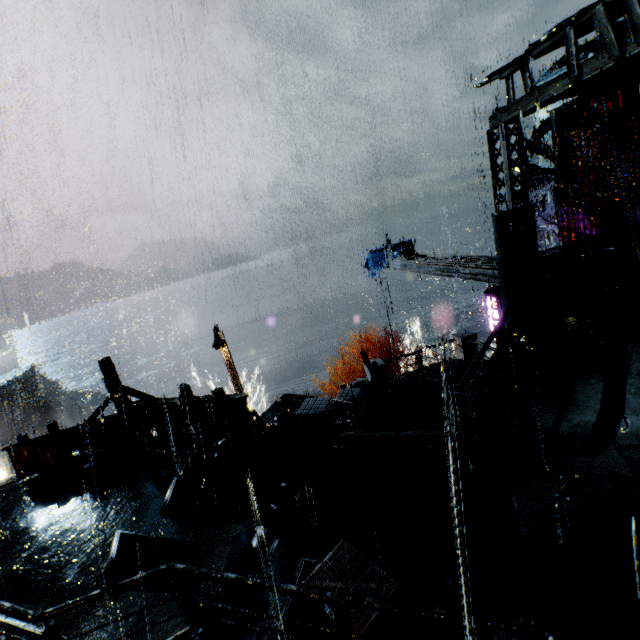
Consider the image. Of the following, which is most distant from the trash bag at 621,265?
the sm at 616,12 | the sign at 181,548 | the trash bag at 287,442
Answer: the sign at 181,548

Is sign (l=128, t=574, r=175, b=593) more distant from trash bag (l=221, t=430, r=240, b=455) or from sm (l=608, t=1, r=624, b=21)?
sm (l=608, t=1, r=624, b=21)

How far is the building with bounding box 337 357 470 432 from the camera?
12.1 meters

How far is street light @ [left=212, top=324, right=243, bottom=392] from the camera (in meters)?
17.94

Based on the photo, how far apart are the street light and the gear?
24.2 meters

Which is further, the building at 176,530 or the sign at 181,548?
the building at 176,530

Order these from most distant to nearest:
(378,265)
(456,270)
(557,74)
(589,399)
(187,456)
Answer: (557,74) → (378,265) → (456,270) → (187,456) → (589,399)

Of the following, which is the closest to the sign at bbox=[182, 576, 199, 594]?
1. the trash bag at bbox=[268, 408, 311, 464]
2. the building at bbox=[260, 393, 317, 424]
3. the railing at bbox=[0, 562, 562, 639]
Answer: the railing at bbox=[0, 562, 562, 639]
